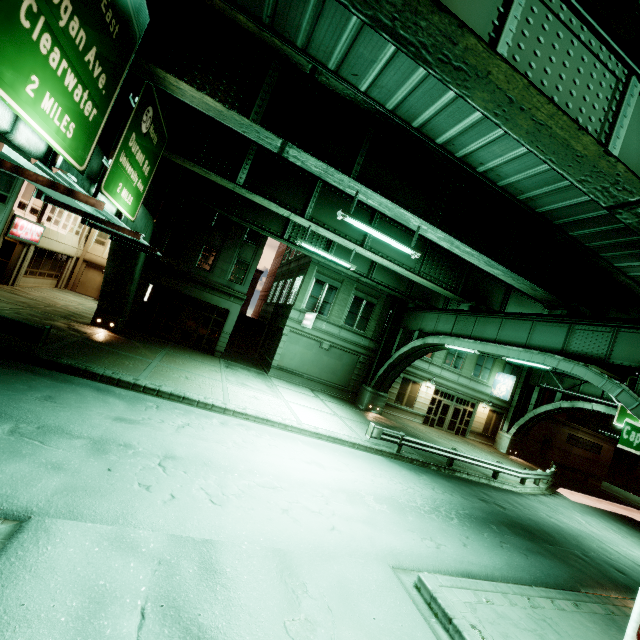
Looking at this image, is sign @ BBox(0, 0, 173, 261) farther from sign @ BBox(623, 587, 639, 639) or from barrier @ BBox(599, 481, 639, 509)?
barrier @ BBox(599, 481, 639, 509)

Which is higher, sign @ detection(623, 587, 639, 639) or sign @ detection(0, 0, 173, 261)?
sign @ detection(0, 0, 173, 261)

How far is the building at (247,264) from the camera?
22.0 meters

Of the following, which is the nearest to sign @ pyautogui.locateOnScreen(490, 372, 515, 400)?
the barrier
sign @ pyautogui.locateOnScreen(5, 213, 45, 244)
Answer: the barrier

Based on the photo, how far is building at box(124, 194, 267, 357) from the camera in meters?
22.0

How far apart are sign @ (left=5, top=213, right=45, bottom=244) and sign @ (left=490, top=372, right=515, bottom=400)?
38.32m

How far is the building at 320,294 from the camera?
24.3m

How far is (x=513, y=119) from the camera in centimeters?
598cm
